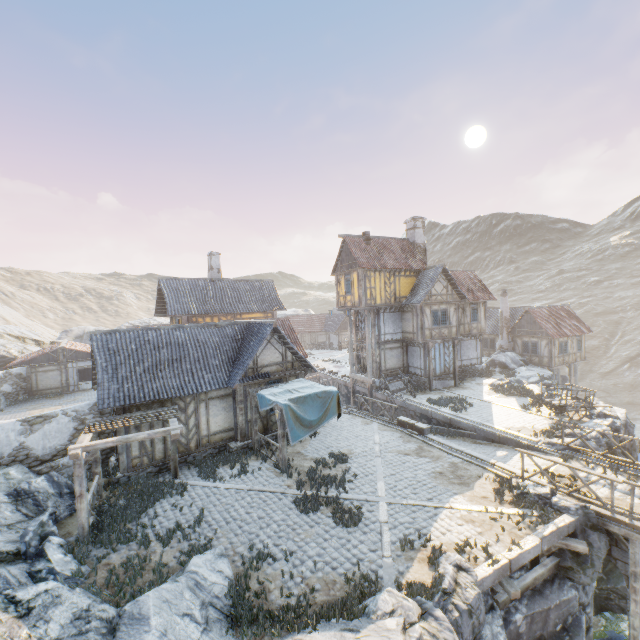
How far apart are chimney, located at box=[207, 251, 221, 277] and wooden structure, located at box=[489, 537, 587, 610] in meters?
26.1 m

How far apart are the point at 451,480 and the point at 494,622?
4.9m

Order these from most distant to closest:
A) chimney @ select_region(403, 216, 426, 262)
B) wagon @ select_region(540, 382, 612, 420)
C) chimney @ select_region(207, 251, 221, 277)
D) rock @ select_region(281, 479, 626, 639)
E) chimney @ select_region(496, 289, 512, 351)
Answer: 1. chimney @ select_region(496, 289, 512, 351)
2. chimney @ select_region(403, 216, 426, 262)
3. chimney @ select_region(207, 251, 221, 277)
4. wagon @ select_region(540, 382, 612, 420)
5. rock @ select_region(281, 479, 626, 639)

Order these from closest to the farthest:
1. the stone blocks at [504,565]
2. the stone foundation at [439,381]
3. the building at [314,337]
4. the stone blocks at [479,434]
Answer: the stone blocks at [504,565] → the stone blocks at [479,434] → the stone foundation at [439,381] → the building at [314,337]

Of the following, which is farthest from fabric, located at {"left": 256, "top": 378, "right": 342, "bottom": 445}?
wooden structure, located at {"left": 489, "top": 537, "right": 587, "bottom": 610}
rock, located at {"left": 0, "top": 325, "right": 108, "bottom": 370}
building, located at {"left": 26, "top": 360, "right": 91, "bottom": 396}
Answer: building, located at {"left": 26, "top": 360, "right": 91, "bottom": 396}

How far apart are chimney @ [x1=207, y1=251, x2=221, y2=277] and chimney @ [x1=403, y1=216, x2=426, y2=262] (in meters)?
16.88

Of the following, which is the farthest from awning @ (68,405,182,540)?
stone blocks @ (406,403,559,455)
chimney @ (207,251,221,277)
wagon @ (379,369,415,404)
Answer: chimney @ (207,251,221,277)

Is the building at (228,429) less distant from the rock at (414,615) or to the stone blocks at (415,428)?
the stone blocks at (415,428)
